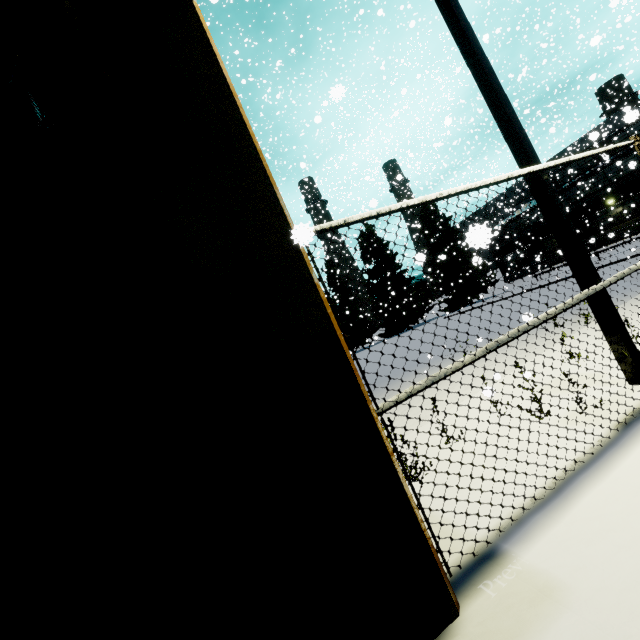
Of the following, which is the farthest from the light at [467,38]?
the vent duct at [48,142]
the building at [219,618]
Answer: the vent duct at [48,142]

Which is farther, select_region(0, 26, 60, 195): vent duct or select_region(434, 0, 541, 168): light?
select_region(434, 0, 541, 168): light

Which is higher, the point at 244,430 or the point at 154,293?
the point at 154,293

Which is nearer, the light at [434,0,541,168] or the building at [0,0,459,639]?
the building at [0,0,459,639]

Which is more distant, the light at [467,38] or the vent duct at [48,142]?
the light at [467,38]

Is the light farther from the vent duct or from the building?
the vent duct

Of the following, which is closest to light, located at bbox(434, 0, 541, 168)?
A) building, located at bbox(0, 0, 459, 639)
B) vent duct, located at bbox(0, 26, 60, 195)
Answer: building, located at bbox(0, 0, 459, 639)
